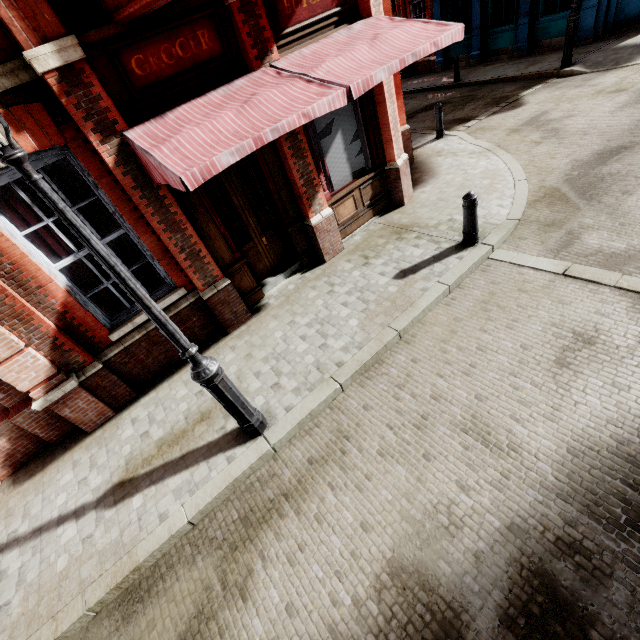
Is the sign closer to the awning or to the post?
the awning

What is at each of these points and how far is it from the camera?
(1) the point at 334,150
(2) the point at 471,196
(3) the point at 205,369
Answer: (1) sign, 6.66m
(2) post, 5.36m
(3) street light, 3.52m

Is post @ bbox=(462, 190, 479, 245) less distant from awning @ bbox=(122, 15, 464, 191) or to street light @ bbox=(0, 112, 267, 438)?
awning @ bbox=(122, 15, 464, 191)

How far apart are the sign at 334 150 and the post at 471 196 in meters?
2.6

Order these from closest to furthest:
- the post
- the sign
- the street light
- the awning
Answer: the street light < the awning < the post < the sign

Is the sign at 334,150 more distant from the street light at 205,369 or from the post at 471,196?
the street light at 205,369

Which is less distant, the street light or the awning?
the street light
